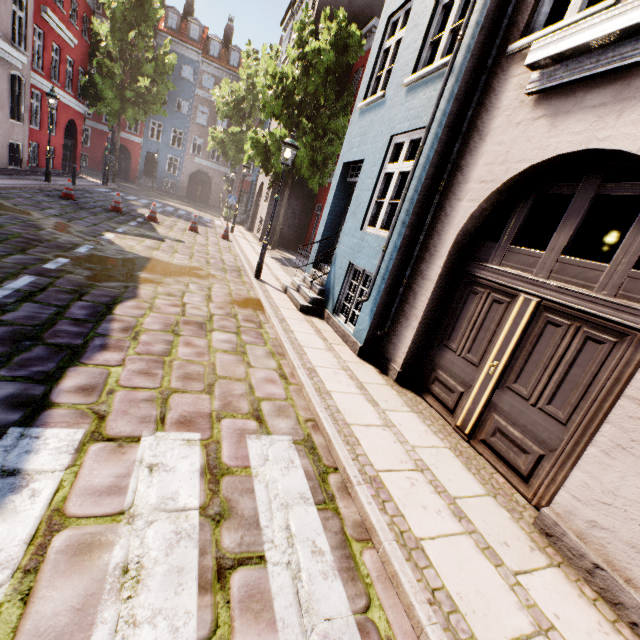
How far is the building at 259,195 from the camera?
17.7 meters

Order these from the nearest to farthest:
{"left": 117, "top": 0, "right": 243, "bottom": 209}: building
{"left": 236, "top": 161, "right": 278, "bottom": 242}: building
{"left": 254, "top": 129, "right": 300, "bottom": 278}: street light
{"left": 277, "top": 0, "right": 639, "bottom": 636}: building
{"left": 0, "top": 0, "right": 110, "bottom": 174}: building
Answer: {"left": 277, "top": 0, "right": 639, "bottom": 636}: building
{"left": 254, "top": 129, "right": 300, "bottom": 278}: street light
{"left": 0, "top": 0, "right": 110, "bottom": 174}: building
{"left": 236, "top": 161, "right": 278, "bottom": 242}: building
{"left": 117, "top": 0, "right": 243, "bottom": 209}: building

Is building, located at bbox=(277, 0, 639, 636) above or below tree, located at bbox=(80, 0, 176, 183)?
below

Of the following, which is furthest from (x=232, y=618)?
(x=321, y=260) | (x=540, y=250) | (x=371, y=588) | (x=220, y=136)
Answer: (x=220, y=136)

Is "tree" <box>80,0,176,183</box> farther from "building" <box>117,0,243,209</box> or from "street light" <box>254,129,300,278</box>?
"street light" <box>254,129,300,278</box>

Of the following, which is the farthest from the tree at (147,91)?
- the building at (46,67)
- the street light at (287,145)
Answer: the street light at (287,145)

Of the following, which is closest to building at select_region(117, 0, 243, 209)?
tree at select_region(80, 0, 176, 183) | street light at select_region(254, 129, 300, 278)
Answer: street light at select_region(254, 129, 300, 278)
